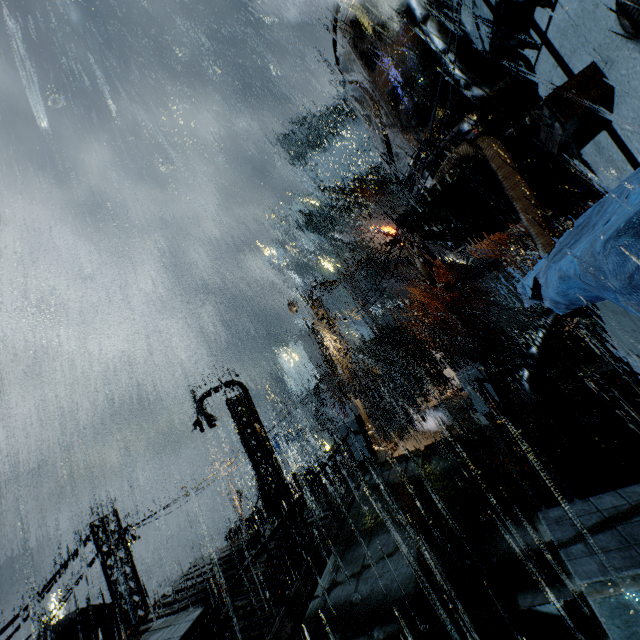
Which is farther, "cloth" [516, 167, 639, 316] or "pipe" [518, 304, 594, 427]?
"pipe" [518, 304, 594, 427]

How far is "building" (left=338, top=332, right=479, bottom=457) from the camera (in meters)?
17.12

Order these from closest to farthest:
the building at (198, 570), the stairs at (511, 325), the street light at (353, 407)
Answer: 1. the building at (198, 570)
2. the street light at (353, 407)
3. the stairs at (511, 325)

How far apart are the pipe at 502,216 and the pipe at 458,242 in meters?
0.6 m

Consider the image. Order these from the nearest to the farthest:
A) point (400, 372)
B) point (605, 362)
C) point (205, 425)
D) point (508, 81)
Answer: point (508, 81) → point (205, 425) → point (605, 362) → point (400, 372)

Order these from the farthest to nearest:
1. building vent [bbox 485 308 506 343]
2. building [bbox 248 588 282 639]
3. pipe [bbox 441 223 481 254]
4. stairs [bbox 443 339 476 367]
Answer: building vent [bbox 485 308 506 343] → stairs [bbox 443 339 476 367] → pipe [bbox 441 223 481 254] → building [bbox 248 588 282 639]

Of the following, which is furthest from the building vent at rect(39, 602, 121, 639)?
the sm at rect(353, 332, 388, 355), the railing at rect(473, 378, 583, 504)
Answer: the sm at rect(353, 332, 388, 355)

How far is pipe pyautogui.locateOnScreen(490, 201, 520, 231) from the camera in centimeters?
1241cm
